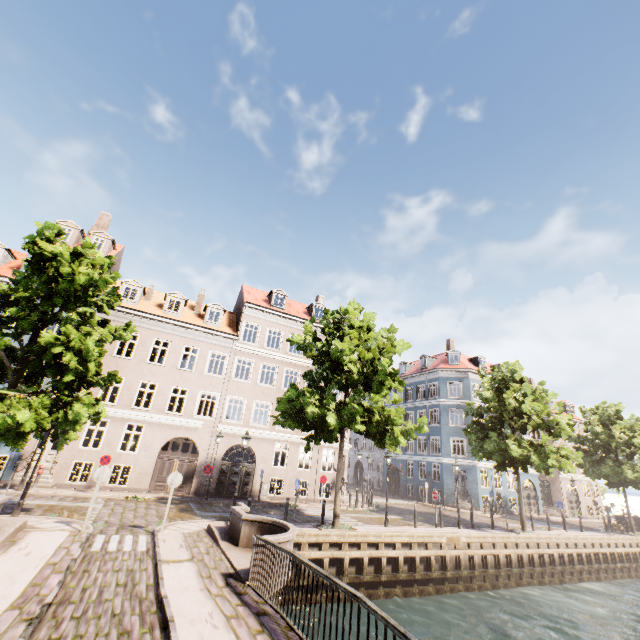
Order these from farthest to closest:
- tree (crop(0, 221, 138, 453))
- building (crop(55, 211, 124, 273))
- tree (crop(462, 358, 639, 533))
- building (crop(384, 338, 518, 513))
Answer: building (crop(384, 338, 518, 513)), building (crop(55, 211, 124, 273)), tree (crop(462, 358, 639, 533)), tree (crop(0, 221, 138, 453))

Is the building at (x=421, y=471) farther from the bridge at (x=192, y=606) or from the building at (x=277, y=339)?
the building at (x=277, y=339)

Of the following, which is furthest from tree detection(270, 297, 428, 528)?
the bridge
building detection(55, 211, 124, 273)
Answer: building detection(55, 211, 124, 273)

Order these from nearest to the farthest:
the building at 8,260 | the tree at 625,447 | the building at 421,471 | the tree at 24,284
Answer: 1. the tree at 24,284
2. the building at 8,260
3. the tree at 625,447
4. the building at 421,471

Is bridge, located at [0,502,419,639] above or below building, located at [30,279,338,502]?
below

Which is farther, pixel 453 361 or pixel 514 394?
pixel 453 361

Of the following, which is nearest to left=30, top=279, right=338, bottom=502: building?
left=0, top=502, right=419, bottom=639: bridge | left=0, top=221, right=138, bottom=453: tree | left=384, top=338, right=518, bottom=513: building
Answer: left=0, top=221, right=138, bottom=453: tree

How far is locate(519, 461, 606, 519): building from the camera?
34.6m
